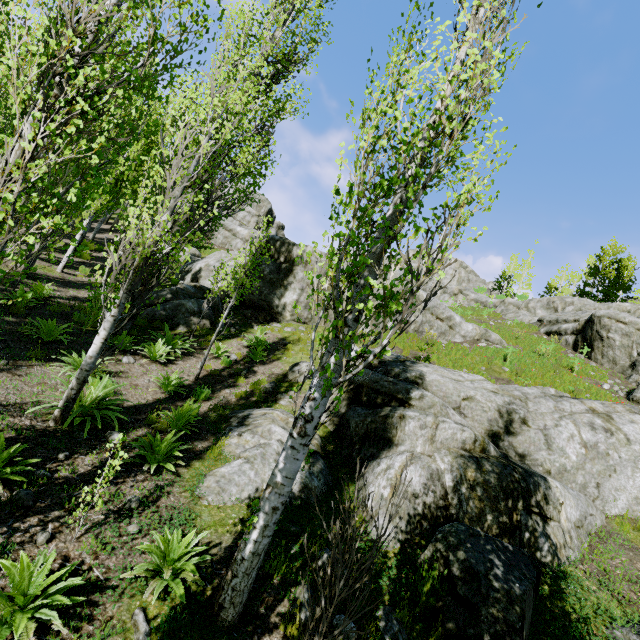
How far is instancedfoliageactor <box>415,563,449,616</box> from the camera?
4.2 meters

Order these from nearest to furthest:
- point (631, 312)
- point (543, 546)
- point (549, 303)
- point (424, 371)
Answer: point (543, 546) < point (424, 371) < point (631, 312) < point (549, 303)

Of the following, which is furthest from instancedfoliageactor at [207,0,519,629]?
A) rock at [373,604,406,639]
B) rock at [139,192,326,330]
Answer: rock at [373,604,406,639]

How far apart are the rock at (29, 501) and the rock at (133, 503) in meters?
1.1 m

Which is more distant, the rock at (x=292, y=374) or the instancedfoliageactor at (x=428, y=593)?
the rock at (x=292, y=374)

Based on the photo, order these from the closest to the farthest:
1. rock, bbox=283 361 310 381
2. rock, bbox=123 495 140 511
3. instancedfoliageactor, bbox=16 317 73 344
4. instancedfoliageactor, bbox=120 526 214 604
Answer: instancedfoliageactor, bbox=120 526 214 604
rock, bbox=123 495 140 511
instancedfoliageactor, bbox=16 317 73 344
rock, bbox=283 361 310 381

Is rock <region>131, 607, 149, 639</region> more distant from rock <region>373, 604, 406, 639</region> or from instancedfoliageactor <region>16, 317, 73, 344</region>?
rock <region>373, 604, 406, 639</region>

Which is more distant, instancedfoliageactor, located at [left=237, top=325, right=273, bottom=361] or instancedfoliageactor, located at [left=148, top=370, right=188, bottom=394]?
instancedfoliageactor, located at [left=237, top=325, right=273, bottom=361]
